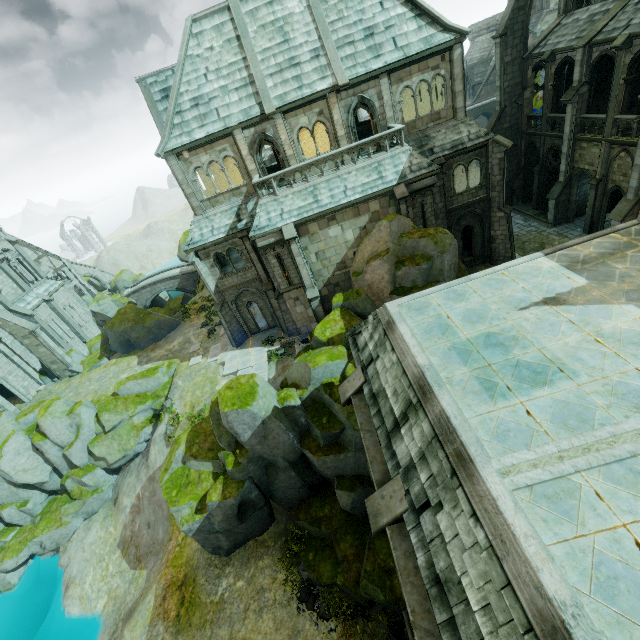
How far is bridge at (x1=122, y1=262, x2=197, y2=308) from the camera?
45.1m

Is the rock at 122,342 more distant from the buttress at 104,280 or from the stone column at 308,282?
the stone column at 308,282

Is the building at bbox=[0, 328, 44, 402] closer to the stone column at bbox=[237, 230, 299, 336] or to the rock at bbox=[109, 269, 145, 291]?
the rock at bbox=[109, 269, 145, 291]

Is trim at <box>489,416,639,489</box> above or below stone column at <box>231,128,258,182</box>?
below

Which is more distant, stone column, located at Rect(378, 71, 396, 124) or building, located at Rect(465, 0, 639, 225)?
building, located at Rect(465, 0, 639, 225)

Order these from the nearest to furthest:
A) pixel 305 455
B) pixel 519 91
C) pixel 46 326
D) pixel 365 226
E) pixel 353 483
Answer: pixel 353 483 < pixel 305 455 < pixel 365 226 < pixel 519 91 < pixel 46 326

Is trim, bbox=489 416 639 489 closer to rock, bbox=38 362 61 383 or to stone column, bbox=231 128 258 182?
stone column, bbox=231 128 258 182

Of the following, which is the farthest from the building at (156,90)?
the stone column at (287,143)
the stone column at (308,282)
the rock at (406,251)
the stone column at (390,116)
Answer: the stone column at (390,116)
